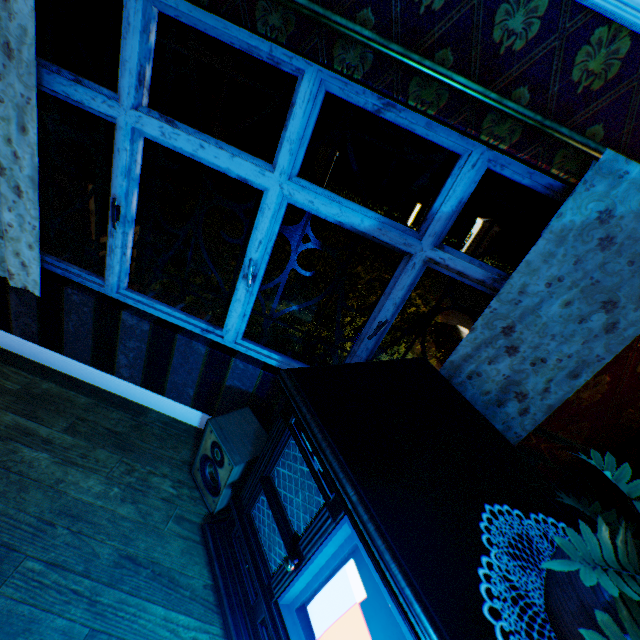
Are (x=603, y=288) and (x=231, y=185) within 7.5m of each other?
no

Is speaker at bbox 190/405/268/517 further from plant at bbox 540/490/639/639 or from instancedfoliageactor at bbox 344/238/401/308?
instancedfoliageactor at bbox 344/238/401/308

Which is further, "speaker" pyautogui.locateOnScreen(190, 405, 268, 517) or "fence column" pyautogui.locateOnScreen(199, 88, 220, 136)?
"fence column" pyautogui.locateOnScreen(199, 88, 220, 136)

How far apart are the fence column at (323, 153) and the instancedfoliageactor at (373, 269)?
7.0m

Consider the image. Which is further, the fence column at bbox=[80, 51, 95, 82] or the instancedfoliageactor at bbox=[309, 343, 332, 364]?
the fence column at bbox=[80, 51, 95, 82]

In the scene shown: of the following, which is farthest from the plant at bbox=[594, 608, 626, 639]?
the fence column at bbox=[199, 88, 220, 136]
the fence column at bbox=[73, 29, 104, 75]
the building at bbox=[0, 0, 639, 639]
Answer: the fence column at bbox=[73, 29, 104, 75]

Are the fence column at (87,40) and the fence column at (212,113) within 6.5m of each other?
yes

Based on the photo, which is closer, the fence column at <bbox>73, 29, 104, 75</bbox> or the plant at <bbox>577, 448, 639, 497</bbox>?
the plant at <bbox>577, 448, 639, 497</bbox>
